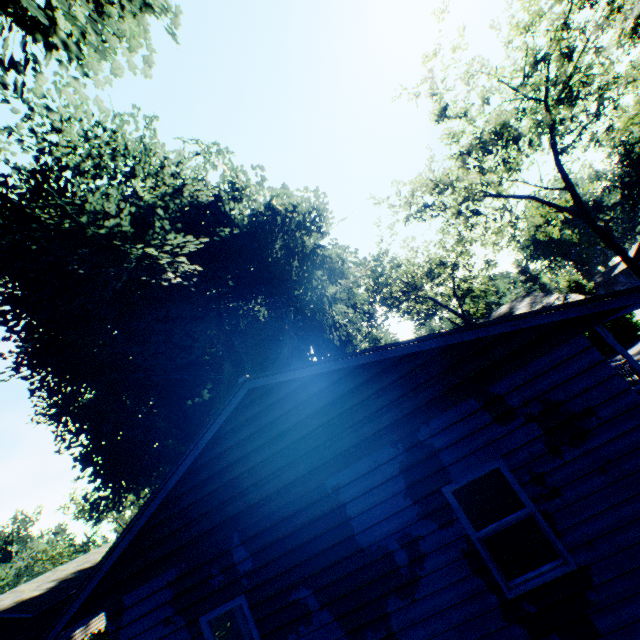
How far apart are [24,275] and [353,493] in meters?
19.0

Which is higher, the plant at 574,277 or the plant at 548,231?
the plant at 548,231

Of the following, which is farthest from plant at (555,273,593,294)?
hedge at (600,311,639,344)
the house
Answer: the house

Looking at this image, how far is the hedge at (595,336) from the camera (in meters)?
22.30

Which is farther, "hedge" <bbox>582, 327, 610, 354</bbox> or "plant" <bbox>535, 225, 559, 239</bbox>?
"plant" <bbox>535, 225, 559, 239</bbox>

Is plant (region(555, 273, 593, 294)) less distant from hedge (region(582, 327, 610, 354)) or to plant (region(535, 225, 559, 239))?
hedge (region(582, 327, 610, 354))

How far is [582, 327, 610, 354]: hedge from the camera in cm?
2230

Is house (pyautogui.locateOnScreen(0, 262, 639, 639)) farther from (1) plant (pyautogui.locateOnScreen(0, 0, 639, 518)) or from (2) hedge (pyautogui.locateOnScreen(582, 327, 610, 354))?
(2) hedge (pyautogui.locateOnScreen(582, 327, 610, 354))
